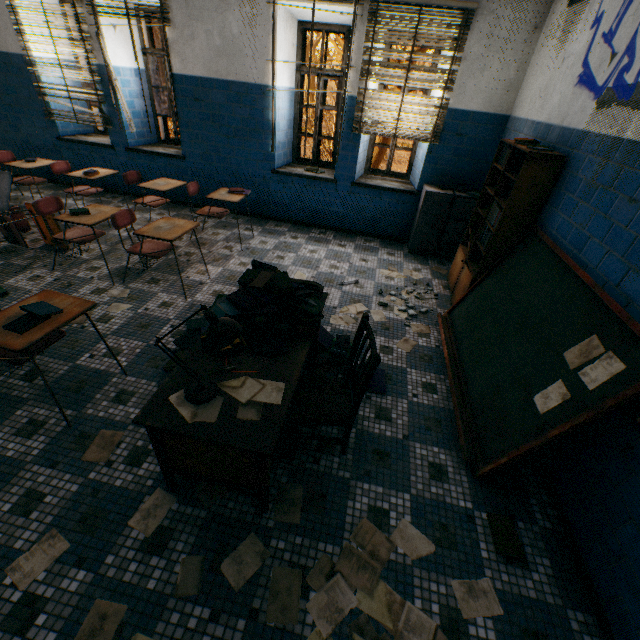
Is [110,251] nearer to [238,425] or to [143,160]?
[143,160]

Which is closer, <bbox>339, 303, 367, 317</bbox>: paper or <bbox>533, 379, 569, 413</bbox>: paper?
<bbox>533, 379, 569, 413</bbox>: paper

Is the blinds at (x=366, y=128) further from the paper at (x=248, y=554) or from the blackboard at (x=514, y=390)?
the paper at (x=248, y=554)

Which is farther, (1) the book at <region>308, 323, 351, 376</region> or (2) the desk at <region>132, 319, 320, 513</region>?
(1) the book at <region>308, 323, 351, 376</region>

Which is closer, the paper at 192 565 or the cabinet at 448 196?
the paper at 192 565

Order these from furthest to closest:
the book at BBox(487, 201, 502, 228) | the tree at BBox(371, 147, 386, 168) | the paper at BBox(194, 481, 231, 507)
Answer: the tree at BBox(371, 147, 386, 168) → the book at BBox(487, 201, 502, 228) → the paper at BBox(194, 481, 231, 507)

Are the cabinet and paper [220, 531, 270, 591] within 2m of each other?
no

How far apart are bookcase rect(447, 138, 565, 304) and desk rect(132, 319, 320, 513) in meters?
1.9 m
